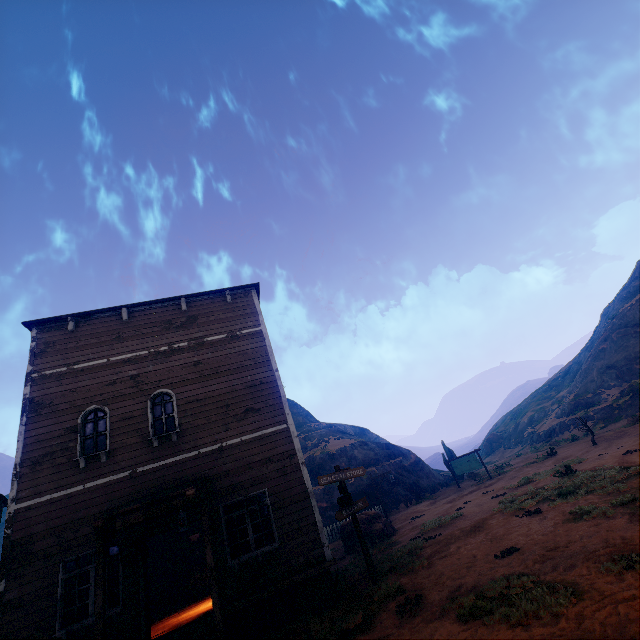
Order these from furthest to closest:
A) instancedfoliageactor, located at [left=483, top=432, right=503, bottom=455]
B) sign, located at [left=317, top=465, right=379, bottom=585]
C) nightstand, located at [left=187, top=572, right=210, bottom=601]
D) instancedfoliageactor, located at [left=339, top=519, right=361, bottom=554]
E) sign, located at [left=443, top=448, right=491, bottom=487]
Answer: instancedfoliageactor, located at [left=483, top=432, right=503, bottom=455]
sign, located at [left=443, top=448, right=491, bottom=487]
instancedfoliageactor, located at [left=339, top=519, right=361, bottom=554]
nightstand, located at [left=187, top=572, right=210, bottom=601]
sign, located at [left=317, top=465, right=379, bottom=585]

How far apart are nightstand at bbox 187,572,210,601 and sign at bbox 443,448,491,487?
20.74m

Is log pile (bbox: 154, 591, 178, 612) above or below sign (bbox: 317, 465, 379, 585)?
below

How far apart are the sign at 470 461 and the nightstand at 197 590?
20.7 meters

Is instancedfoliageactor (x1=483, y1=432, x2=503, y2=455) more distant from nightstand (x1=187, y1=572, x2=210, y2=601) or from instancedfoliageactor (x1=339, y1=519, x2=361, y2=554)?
nightstand (x1=187, y1=572, x2=210, y2=601)

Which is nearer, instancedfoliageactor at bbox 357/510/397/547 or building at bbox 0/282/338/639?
building at bbox 0/282/338/639

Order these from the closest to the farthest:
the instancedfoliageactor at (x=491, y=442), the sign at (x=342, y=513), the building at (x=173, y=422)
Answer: the building at (x=173, y=422) → the sign at (x=342, y=513) → the instancedfoliageactor at (x=491, y=442)

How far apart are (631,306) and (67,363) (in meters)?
50.11
